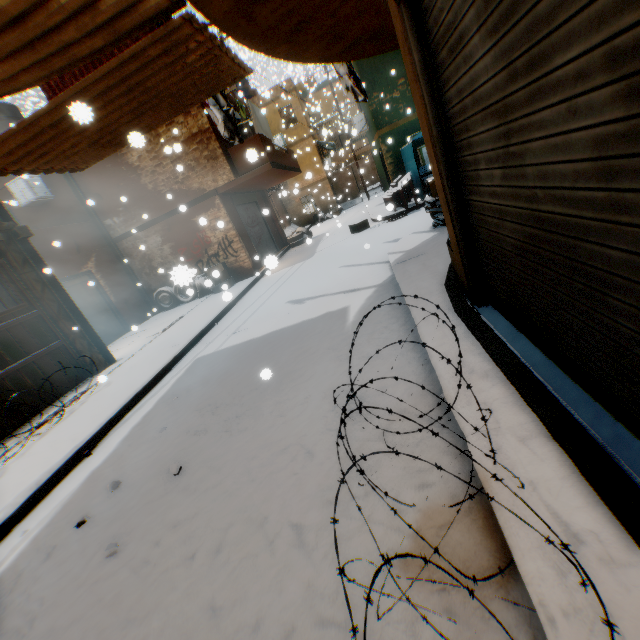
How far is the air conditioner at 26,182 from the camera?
11.3m

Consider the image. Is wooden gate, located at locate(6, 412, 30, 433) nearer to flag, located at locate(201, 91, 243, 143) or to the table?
flag, located at locate(201, 91, 243, 143)

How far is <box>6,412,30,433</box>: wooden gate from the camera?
5.86m

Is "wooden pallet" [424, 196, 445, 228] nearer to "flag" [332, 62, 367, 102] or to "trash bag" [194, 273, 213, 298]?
"flag" [332, 62, 367, 102]

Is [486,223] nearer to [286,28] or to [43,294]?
[286,28]

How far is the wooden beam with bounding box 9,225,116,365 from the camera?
6.9m

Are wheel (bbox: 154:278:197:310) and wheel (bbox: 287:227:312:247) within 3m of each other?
no

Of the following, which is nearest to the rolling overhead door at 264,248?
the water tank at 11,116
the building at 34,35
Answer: the building at 34,35
